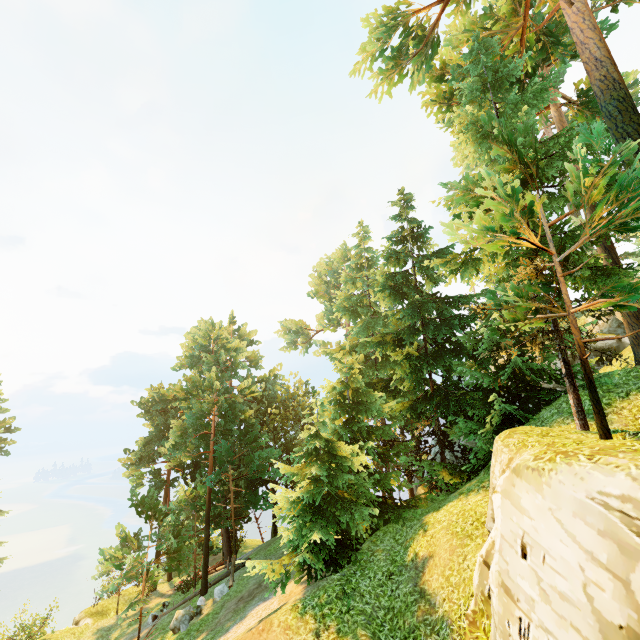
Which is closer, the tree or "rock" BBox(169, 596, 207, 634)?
the tree

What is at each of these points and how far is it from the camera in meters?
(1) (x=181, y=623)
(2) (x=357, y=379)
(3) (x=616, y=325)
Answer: (1) rock, 16.9 m
(2) tree, 22.6 m
(3) rock, 21.7 m

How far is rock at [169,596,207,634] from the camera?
17.0m

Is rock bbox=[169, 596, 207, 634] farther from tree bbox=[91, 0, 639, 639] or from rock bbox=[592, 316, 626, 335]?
rock bbox=[592, 316, 626, 335]

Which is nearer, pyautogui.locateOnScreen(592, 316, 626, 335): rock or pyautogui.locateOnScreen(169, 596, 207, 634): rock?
pyautogui.locateOnScreen(169, 596, 207, 634): rock

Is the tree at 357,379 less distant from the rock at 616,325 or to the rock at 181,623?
the rock at 181,623

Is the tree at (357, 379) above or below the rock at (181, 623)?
above

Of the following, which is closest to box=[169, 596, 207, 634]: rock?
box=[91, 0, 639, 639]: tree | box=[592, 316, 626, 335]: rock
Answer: box=[91, 0, 639, 639]: tree
